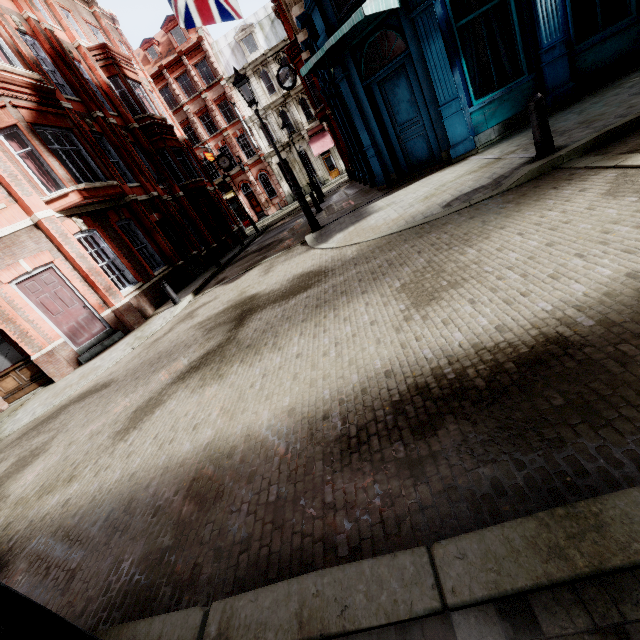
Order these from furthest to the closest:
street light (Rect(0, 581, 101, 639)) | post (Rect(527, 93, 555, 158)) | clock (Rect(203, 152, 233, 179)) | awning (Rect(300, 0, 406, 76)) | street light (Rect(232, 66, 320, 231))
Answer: clock (Rect(203, 152, 233, 179)) < street light (Rect(232, 66, 320, 231)) < awning (Rect(300, 0, 406, 76)) < post (Rect(527, 93, 555, 158)) < street light (Rect(0, 581, 101, 639))

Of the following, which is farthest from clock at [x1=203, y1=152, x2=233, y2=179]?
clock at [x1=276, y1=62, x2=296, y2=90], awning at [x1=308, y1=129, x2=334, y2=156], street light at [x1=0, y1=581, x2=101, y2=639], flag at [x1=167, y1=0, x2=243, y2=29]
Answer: street light at [x1=0, y1=581, x2=101, y2=639]

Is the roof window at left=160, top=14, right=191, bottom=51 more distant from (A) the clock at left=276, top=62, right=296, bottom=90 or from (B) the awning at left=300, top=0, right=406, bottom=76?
(B) the awning at left=300, top=0, right=406, bottom=76

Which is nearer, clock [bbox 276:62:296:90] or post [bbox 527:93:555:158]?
post [bbox 527:93:555:158]

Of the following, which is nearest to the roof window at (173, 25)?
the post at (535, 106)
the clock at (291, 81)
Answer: the clock at (291, 81)

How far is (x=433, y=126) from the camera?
9.2 meters

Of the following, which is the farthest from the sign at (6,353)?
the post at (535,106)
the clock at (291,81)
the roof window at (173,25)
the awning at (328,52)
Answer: the roof window at (173,25)

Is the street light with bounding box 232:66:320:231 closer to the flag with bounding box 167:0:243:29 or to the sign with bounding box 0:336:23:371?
the flag with bounding box 167:0:243:29
